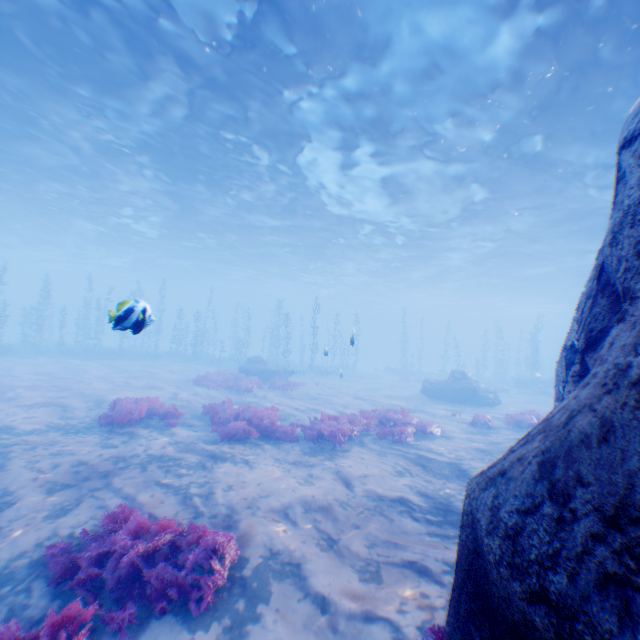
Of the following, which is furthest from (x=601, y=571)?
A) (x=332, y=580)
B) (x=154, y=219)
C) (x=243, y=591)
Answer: (x=154, y=219)

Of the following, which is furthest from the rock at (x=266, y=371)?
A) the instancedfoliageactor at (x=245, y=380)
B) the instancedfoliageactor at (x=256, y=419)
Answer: the instancedfoliageactor at (x=256, y=419)

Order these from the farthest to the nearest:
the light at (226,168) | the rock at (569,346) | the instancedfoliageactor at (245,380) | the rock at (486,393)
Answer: the rock at (486,393) < the instancedfoliageactor at (245,380) < the light at (226,168) < the rock at (569,346)

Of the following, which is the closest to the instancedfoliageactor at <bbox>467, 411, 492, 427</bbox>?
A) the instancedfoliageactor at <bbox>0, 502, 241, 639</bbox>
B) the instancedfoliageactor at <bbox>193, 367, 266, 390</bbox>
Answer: the instancedfoliageactor at <bbox>0, 502, 241, 639</bbox>

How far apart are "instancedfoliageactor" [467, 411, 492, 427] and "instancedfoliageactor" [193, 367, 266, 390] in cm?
1446

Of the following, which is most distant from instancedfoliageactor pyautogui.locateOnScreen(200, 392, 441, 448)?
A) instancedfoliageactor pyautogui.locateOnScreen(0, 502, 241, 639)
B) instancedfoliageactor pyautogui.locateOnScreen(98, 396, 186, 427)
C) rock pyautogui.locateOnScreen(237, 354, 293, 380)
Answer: rock pyautogui.locateOnScreen(237, 354, 293, 380)

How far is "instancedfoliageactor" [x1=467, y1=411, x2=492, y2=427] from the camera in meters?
14.3

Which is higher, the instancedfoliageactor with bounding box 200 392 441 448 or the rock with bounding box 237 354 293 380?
the rock with bounding box 237 354 293 380
